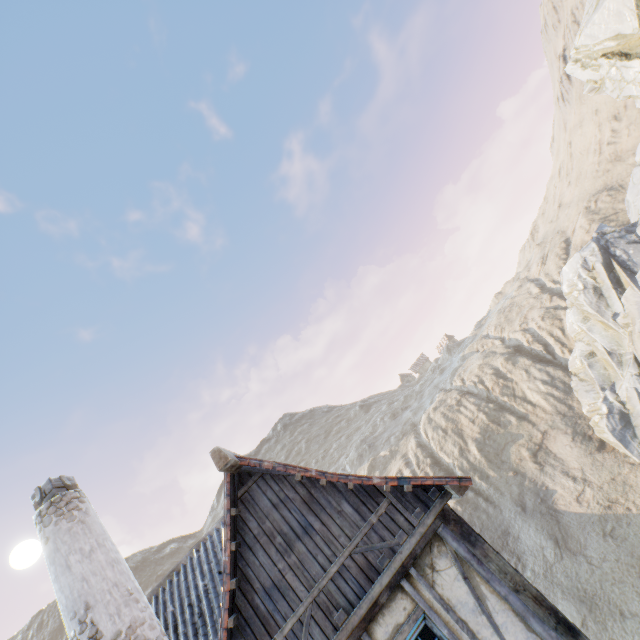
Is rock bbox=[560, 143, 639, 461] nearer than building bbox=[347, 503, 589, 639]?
No

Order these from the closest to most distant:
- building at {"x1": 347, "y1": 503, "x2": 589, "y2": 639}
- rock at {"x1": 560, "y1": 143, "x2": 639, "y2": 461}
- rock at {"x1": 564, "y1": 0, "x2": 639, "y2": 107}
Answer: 1. building at {"x1": 347, "y1": 503, "x2": 589, "y2": 639}
2. rock at {"x1": 564, "y1": 0, "x2": 639, "y2": 107}
3. rock at {"x1": 560, "y1": 143, "x2": 639, "y2": 461}

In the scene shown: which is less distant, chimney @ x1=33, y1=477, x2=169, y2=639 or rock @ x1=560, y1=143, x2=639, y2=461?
chimney @ x1=33, y1=477, x2=169, y2=639

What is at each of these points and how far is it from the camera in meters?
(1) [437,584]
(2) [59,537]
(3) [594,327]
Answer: (1) building, 4.7 m
(2) chimney, 5.1 m
(3) rock, 26.2 m

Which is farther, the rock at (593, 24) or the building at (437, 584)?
the rock at (593, 24)

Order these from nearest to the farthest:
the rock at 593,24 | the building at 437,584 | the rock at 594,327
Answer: the building at 437,584 → the rock at 593,24 → the rock at 594,327
